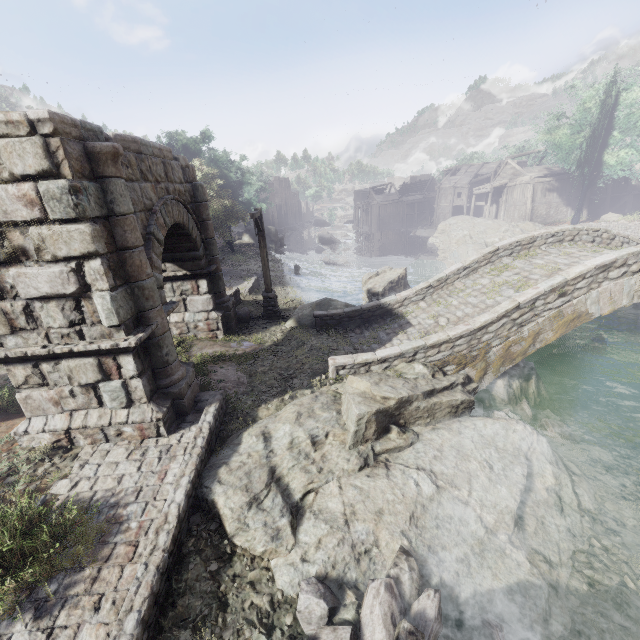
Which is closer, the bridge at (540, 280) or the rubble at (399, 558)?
the rubble at (399, 558)

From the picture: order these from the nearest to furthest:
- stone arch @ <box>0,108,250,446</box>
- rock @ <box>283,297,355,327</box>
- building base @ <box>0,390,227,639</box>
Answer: building base @ <box>0,390,227,639</box> < stone arch @ <box>0,108,250,446</box> < rock @ <box>283,297,355,327</box>

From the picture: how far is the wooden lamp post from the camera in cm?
1281

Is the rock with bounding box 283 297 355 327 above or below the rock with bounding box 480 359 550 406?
above

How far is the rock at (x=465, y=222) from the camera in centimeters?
3256cm

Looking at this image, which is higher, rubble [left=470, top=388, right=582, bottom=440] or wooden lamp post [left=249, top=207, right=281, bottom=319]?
wooden lamp post [left=249, top=207, right=281, bottom=319]

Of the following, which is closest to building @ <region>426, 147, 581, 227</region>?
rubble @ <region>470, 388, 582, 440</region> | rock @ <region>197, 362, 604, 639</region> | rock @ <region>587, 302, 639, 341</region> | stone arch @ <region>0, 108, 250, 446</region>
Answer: stone arch @ <region>0, 108, 250, 446</region>

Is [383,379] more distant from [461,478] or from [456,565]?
[456,565]
